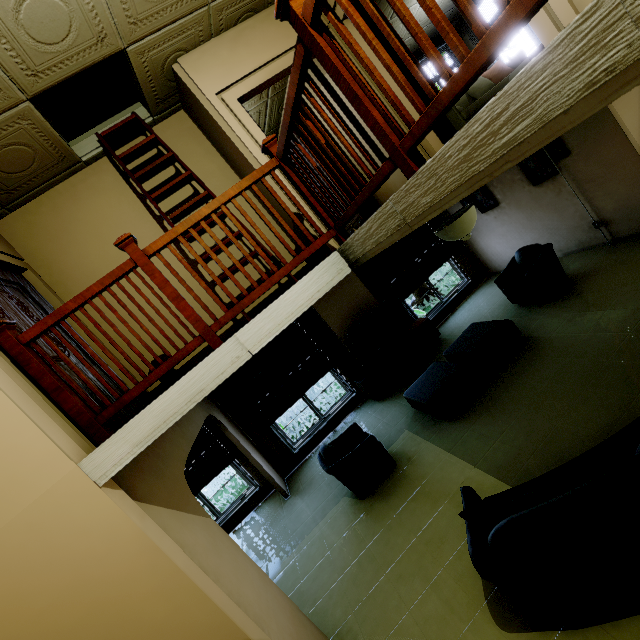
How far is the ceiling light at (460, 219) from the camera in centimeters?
321cm

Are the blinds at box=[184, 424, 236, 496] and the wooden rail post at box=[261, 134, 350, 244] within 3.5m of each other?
no

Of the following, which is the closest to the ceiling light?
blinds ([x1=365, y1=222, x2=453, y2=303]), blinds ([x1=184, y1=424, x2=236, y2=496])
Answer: blinds ([x1=365, y1=222, x2=453, y2=303])

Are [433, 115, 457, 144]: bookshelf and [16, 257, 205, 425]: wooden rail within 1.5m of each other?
no

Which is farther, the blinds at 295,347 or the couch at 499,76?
the blinds at 295,347

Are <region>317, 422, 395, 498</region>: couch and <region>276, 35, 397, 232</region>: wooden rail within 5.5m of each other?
yes

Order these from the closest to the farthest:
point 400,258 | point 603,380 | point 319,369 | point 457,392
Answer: point 603,380, point 457,392, point 319,369, point 400,258

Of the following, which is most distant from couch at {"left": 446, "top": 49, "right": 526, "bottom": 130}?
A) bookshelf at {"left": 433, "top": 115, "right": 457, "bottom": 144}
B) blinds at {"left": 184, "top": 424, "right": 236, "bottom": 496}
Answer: blinds at {"left": 184, "top": 424, "right": 236, "bottom": 496}
